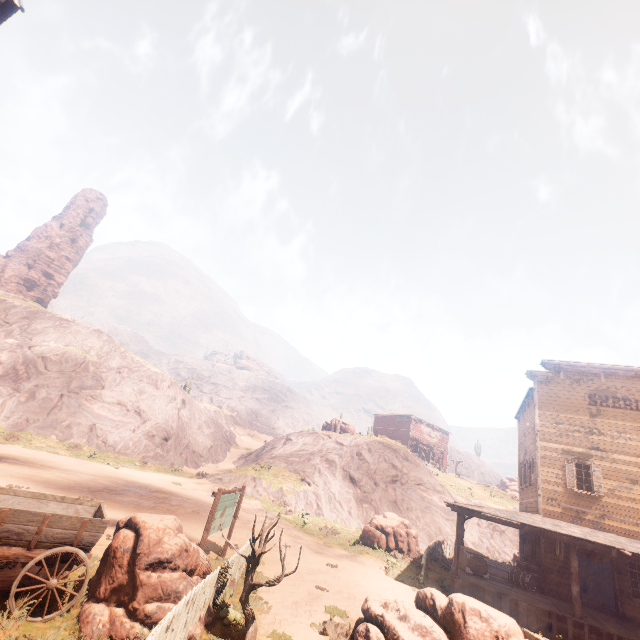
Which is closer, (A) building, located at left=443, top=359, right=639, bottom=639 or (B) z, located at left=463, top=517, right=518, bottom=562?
(A) building, located at left=443, top=359, right=639, bottom=639

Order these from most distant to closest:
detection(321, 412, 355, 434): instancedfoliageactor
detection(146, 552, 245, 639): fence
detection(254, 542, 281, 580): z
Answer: detection(321, 412, 355, 434): instancedfoliageactor, detection(254, 542, 281, 580): z, detection(146, 552, 245, 639): fence

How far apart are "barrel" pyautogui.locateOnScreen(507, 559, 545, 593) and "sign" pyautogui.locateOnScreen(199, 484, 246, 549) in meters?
13.8

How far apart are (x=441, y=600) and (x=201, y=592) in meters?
4.9 m

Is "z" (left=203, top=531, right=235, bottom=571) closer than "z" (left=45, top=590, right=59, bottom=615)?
No

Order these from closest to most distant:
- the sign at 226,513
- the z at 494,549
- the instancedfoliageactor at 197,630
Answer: the instancedfoliageactor at 197,630 → the sign at 226,513 → the z at 494,549

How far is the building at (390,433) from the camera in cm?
4857

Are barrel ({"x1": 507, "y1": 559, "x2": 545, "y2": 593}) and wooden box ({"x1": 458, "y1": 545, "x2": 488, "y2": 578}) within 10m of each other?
yes
